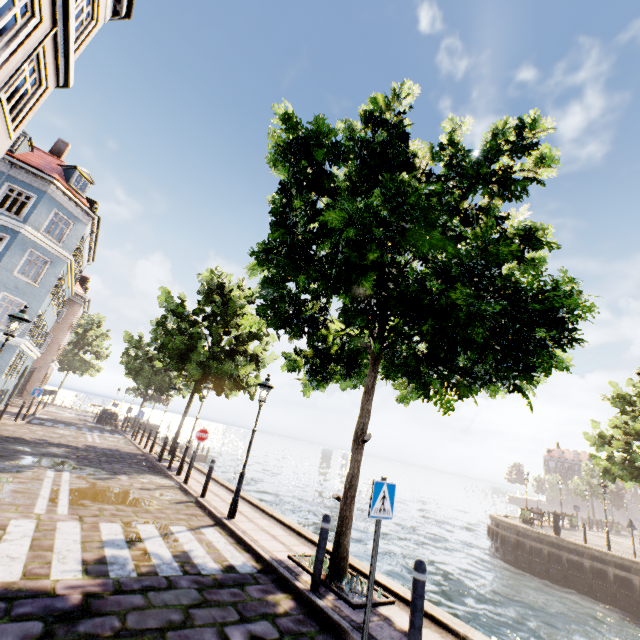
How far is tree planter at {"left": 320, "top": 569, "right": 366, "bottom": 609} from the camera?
5.10m

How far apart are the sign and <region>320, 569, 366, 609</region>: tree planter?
1.6m

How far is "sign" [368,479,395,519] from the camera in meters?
4.6 m

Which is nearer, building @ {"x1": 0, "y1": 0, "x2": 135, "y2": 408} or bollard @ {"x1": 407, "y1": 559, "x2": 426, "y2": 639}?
bollard @ {"x1": 407, "y1": 559, "x2": 426, "y2": 639}

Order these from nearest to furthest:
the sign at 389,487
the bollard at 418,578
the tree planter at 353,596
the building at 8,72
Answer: the bollard at 418,578, the sign at 389,487, the tree planter at 353,596, the building at 8,72

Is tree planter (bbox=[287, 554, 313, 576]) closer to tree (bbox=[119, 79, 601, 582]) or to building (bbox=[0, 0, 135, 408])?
tree (bbox=[119, 79, 601, 582])

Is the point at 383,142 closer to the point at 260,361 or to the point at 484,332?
the point at 484,332

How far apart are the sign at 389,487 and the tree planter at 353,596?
1.6m
